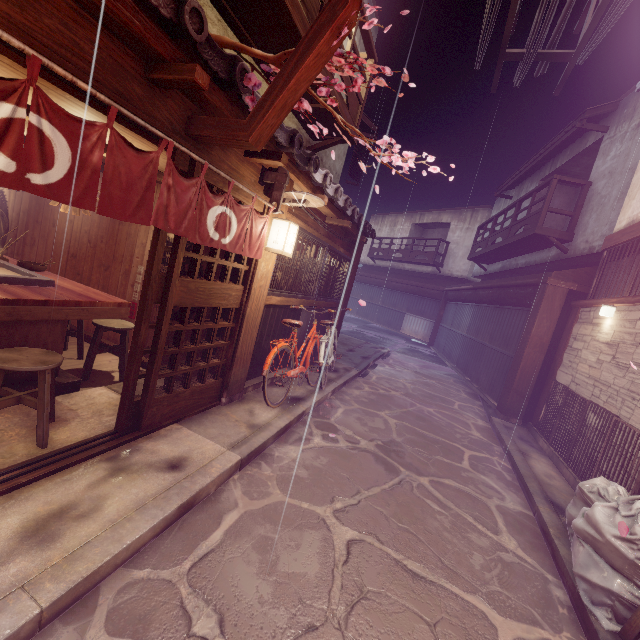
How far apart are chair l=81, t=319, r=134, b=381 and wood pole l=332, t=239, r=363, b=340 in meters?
9.0

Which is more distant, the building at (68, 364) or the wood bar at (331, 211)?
the wood bar at (331, 211)

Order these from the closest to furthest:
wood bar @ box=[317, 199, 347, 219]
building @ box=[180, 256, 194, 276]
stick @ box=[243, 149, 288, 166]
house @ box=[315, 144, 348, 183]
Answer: stick @ box=[243, 149, 288, 166] → building @ box=[180, 256, 194, 276] → wood bar @ box=[317, 199, 347, 219] → house @ box=[315, 144, 348, 183]

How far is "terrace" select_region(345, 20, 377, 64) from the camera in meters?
9.4 m

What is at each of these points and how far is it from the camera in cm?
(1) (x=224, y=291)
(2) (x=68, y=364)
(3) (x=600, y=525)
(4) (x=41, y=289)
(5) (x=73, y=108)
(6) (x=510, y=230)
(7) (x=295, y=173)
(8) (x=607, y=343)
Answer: (1) door, 708
(2) building, 817
(3) trash, 493
(4) table, 607
(5) building, 540
(6) terrace, 1998
(7) wood bar, 775
(8) house, 941

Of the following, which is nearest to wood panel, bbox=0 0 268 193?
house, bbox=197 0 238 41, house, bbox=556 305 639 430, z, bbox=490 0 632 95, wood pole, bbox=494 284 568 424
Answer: house, bbox=197 0 238 41

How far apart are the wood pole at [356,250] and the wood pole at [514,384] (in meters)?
7.60

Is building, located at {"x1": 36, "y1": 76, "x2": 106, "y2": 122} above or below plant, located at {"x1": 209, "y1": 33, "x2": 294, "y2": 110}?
below
